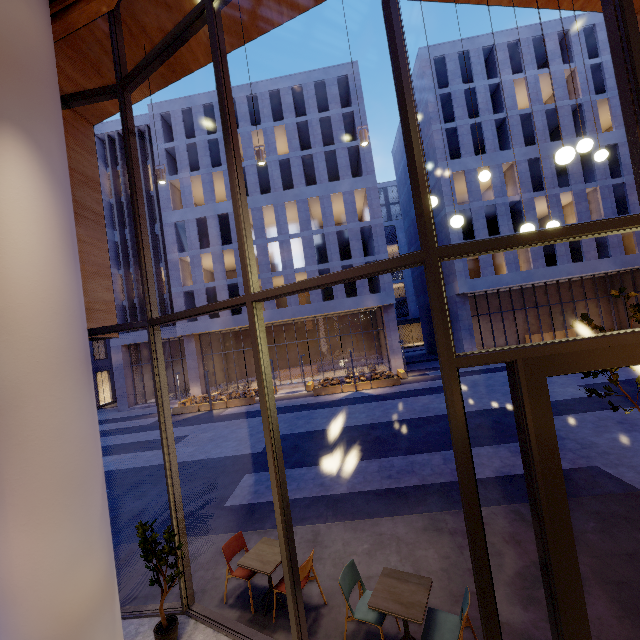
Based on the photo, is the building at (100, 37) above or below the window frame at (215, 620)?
above

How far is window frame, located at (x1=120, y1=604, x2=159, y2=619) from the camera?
5.0 meters

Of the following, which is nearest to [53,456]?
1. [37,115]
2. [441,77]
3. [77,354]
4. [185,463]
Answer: [77,354]

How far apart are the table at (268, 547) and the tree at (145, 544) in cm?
76

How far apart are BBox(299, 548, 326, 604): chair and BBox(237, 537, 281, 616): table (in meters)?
0.22

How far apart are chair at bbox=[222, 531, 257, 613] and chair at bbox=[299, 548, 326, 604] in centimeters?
40cm

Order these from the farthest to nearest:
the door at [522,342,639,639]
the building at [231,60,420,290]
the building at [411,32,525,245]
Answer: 1. the building at [231,60,420,290]
2. the building at [411,32,525,245]
3. the door at [522,342,639,639]

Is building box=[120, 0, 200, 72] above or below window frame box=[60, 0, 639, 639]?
above
